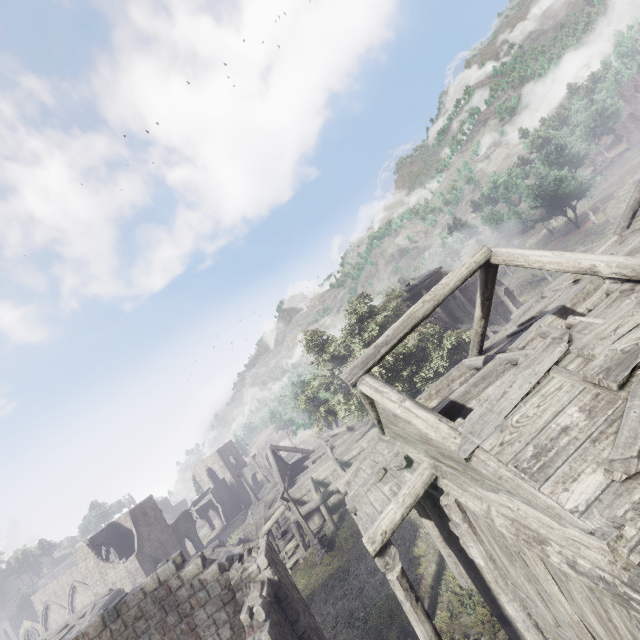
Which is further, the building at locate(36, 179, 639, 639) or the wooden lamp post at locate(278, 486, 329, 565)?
the wooden lamp post at locate(278, 486, 329, 565)

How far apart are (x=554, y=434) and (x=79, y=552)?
46.99m

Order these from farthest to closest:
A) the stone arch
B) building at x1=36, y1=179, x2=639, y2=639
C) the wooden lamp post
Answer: the stone arch → the wooden lamp post → building at x1=36, y1=179, x2=639, y2=639

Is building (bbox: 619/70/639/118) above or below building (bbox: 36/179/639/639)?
above

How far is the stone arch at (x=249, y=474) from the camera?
56.4 meters

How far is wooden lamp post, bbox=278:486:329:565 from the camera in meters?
19.2 m

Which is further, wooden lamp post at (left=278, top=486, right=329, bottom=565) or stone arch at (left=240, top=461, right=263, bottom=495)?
stone arch at (left=240, top=461, right=263, bottom=495)

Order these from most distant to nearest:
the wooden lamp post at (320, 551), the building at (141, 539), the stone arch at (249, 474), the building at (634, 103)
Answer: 1. the building at (634, 103)
2. the stone arch at (249, 474)
3. the wooden lamp post at (320, 551)
4. the building at (141, 539)
